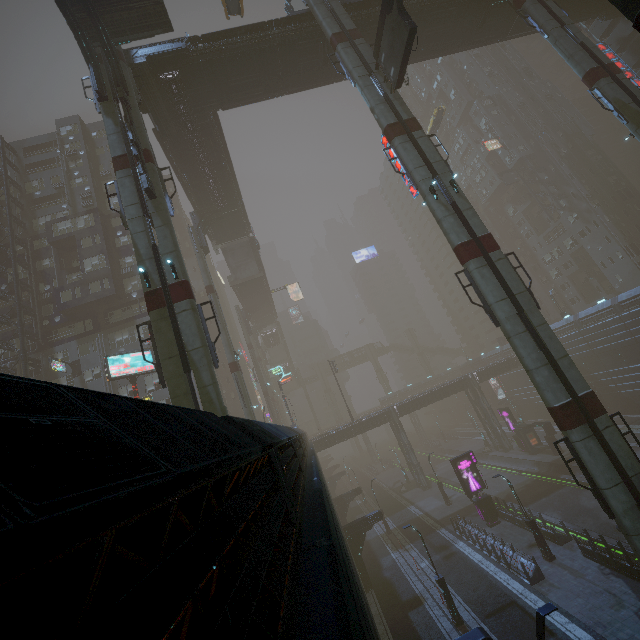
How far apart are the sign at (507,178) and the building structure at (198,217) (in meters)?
49.41

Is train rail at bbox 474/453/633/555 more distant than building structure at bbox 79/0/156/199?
Yes

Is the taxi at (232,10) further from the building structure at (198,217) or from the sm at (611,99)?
the sm at (611,99)

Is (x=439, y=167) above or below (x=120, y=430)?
above

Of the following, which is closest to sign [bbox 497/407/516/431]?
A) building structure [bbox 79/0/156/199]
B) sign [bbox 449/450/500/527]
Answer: sign [bbox 449/450/500/527]

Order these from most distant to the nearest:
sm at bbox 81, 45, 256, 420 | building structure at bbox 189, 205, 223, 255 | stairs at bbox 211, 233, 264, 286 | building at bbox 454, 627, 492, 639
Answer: stairs at bbox 211, 233, 264, 286 < building structure at bbox 189, 205, 223, 255 < sm at bbox 81, 45, 256, 420 < building at bbox 454, 627, 492, 639

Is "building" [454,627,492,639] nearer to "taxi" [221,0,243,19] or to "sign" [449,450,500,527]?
"sign" [449,450,500,527]

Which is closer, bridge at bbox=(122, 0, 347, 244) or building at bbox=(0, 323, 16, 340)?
bridge at bbox=(122, 0, 347, 244)
